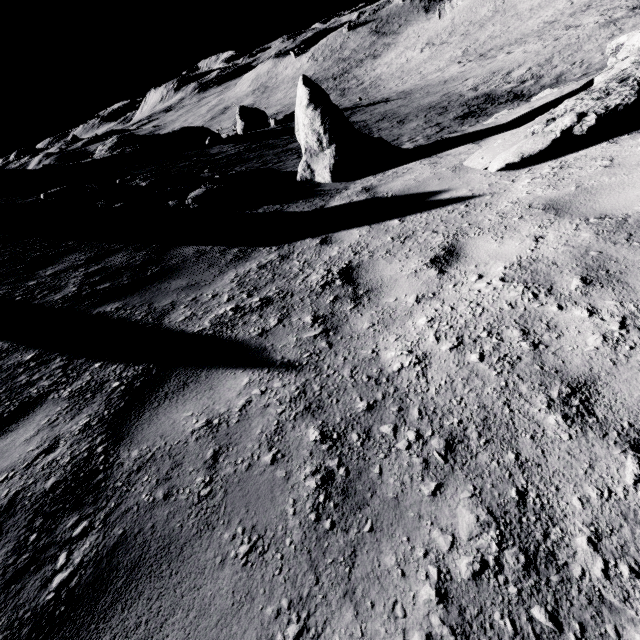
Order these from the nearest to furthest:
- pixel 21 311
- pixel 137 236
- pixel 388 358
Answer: pixel 388 358 < pixel 21 311 < pixel 137 236

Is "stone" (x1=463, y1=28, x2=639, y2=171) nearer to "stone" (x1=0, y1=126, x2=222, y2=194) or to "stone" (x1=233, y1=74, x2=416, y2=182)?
"stone" (x1=233, y1=74, x2=416, y2=182)

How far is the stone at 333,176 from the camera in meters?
8.5

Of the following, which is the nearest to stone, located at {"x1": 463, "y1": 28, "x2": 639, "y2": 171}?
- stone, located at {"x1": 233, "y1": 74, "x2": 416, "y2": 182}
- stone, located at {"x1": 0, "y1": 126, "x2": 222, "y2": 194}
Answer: stone, located at {"x1": 233, "y1": 74, "x2": 416, "y2": 182}

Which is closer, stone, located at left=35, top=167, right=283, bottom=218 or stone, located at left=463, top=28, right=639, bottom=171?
stone, located at left=463, top=28, right=639, bottom=171

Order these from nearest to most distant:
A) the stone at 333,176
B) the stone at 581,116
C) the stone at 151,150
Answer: the stone at 581,116 < the stone at 333,176 < the stone at 151,150

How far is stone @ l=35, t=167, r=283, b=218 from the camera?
8.66m

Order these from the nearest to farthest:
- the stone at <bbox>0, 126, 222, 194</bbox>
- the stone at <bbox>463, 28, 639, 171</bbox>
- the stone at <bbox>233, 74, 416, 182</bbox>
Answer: the stone at <bbox>463, 28, 639, 171</bbox>
the stone at <bbox>233, 74, 416, 182</bbox>
the stone at <bbox>0, 126, 222, 194</bbox>
